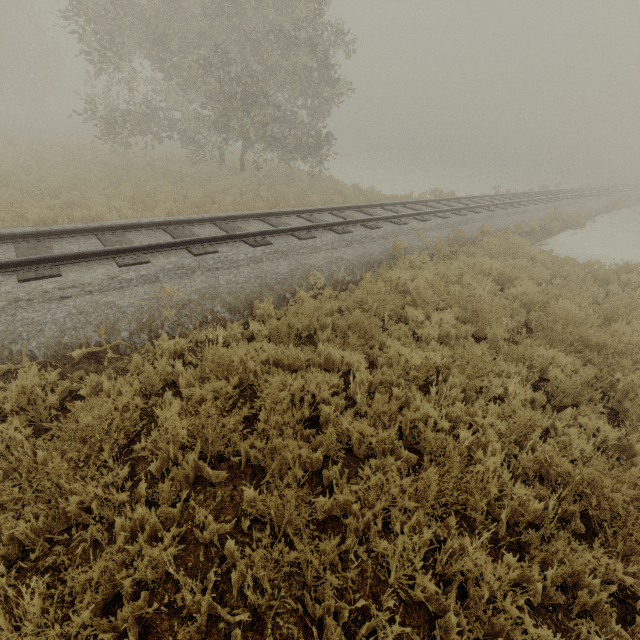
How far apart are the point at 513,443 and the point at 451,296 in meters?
3.7
